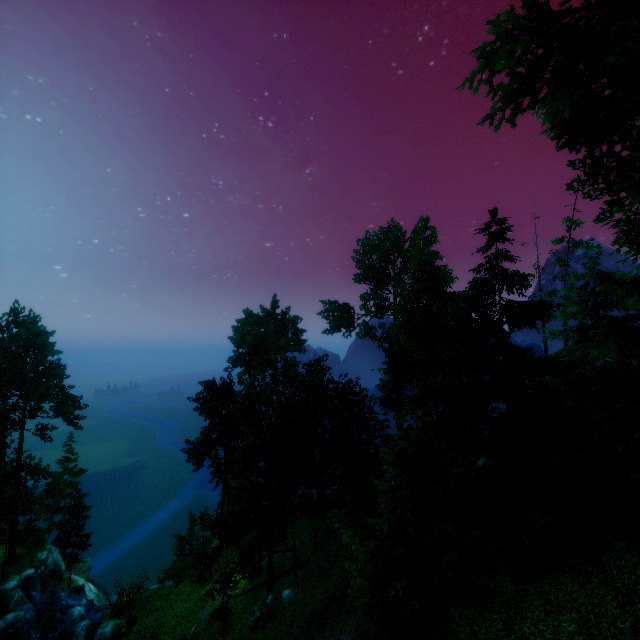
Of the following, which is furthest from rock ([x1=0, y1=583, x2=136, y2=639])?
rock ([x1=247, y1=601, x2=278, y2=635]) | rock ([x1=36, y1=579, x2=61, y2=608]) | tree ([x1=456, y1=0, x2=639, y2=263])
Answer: rock ([x1=247, y1=601, x2=278, y2=635])

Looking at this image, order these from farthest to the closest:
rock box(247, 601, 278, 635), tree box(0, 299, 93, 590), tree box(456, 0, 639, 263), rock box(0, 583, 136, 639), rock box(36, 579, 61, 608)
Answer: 1. tree box(0, 299, 93, 590)
2. rock box(36, 579, 61, 608)
3. rock box(0, 583, 136, 639)
4. rock box(247, 601, 278, 635)
5. tree box(456, 0, 639, 263)

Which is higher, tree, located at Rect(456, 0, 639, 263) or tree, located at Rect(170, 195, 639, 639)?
tree, located at Rect(456, 0, 639, 263)

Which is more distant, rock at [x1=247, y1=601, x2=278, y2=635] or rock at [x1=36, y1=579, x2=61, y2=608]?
rock at [x1=36, y1=579, x2=61, y2=608]

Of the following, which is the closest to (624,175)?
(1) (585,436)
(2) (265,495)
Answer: (1) (585,436)

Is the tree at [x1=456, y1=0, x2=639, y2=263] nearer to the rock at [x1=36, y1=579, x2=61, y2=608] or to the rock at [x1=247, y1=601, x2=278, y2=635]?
the rock at [x1=247, y1=601, x2=278, y2=635]

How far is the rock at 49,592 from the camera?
30.4m

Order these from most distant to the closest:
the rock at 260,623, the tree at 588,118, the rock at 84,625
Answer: the rock at 84,625 → the rock at 260,623 → the tree at 588,118
